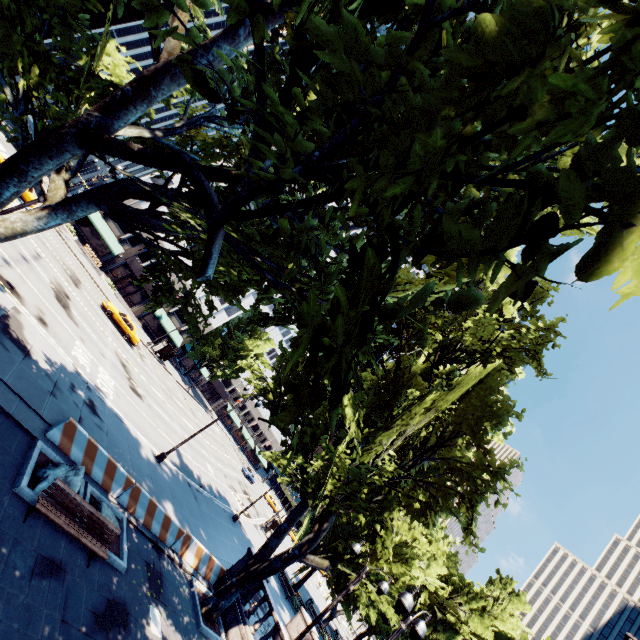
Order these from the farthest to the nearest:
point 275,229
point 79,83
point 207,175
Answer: point 79,83
point 207,175
point 275,229

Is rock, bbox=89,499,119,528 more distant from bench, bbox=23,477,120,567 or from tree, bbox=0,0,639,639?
tree, bbox=0,0,639,639

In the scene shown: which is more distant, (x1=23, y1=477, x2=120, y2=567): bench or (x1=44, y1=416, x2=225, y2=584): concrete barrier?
(x1=44, y1=416, x2=225, y2=584): concrete barrier

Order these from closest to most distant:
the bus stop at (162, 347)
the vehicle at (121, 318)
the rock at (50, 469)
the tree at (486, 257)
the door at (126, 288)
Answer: the tree at (486, 257) → the rock at (50, 469) → the vehicle at (121, 318) → the bus stop at (162, 347) → the door at (126, 288)

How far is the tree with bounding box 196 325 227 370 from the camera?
56.53m

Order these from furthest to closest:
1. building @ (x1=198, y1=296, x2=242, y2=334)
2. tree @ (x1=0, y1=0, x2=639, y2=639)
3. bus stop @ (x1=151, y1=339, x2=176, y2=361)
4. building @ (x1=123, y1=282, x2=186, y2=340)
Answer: building @ (x1=198, y1=296, x2=242, y2=334) → building @ (x1=123, y1=282, x2=186, y2=340) → bus stop @ (x1=151, y1=339, x2=176, y2=361) → tree @ (x1=0, y1=0, x2=639, y2=639)

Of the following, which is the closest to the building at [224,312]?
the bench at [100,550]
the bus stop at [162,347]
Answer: the bus stop at [162,347]

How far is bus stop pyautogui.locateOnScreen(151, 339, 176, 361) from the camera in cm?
4456
